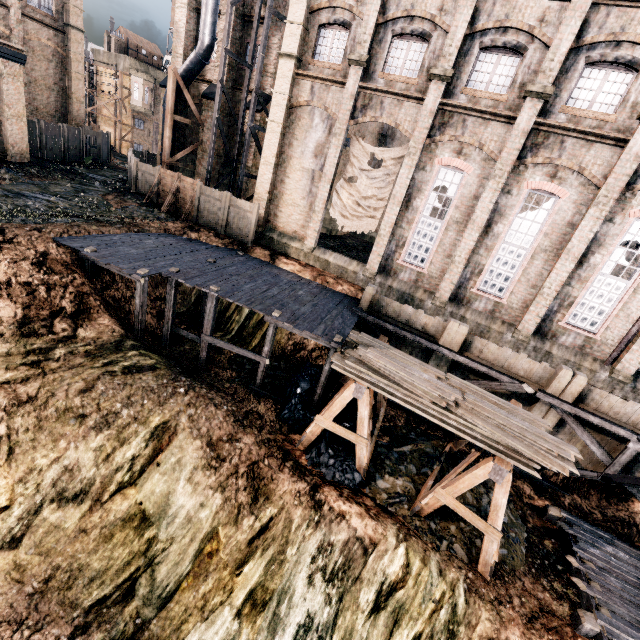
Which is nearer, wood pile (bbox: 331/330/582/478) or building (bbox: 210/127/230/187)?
wood pile (bbox: 331/330/582/478)

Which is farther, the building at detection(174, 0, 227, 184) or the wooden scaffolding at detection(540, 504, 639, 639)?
the building at detection(174, 0, 227, 184)

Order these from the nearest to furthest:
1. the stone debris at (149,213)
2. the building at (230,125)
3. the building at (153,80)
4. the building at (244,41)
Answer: the stone debris at (149,213) → the building at (244,41) → the building at (230,125) → the building at (153,80)

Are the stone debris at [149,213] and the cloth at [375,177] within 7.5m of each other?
no

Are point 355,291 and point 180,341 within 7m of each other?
no

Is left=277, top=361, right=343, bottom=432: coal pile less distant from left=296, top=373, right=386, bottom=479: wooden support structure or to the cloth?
left=296, top=373, right=386, bottom=479: wooden support structure

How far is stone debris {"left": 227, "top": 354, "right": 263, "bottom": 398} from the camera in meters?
15.6 m

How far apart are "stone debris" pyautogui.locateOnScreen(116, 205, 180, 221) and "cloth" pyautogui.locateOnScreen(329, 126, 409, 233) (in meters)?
10.70
